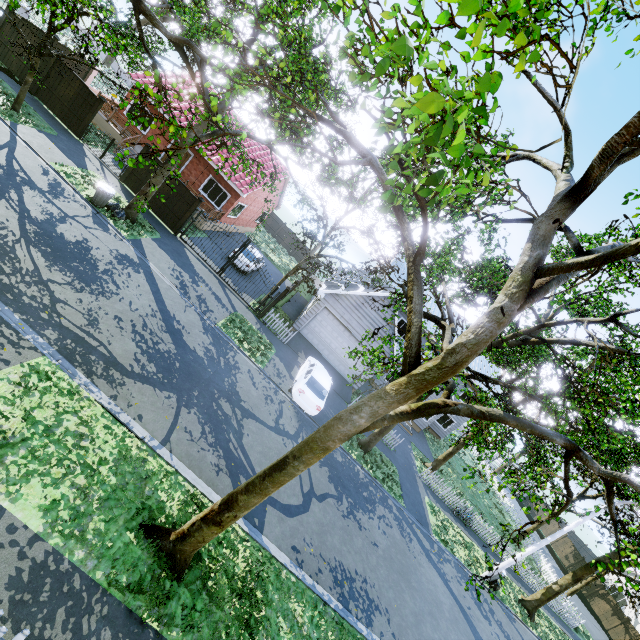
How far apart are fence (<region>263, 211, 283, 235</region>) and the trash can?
26.4 meters

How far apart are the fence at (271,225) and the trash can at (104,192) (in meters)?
26.38

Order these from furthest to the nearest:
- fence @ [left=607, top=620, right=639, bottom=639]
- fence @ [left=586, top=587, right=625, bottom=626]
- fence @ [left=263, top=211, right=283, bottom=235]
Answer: fence @ [left=263, top=211, right=283, bottom=235] → fence @ [left=586, top=587, right=625, bottom=626] → fence @ [left=607, top=620, right=639, bottom=639]

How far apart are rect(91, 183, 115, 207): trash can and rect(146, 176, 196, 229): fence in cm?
340

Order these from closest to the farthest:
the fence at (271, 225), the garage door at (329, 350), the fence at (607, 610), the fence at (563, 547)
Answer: the garage door at (329, 350), the fence at (607, 610), the fence at (563, 547), the fence at (271, 225)

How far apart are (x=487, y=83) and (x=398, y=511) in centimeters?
1757cm

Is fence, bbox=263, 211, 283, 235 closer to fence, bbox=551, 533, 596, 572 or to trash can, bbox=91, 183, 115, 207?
fence, bbox=551, 533, 596, 572
